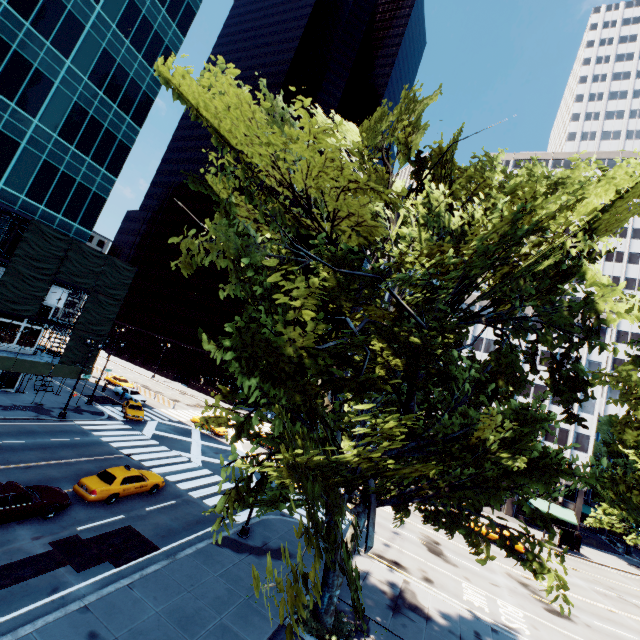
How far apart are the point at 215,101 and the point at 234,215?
2.9 meters

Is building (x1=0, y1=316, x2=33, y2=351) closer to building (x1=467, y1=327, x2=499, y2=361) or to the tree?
the tree

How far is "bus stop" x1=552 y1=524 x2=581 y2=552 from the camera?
38.7 meters

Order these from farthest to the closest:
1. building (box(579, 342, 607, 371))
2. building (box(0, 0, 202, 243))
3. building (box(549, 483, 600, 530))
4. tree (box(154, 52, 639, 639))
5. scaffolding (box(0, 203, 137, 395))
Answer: building (box(579, 342, 607, 371)) < building (box(549, 483, 600, 530)) < building (box(0, 0, 202, 243)) < scaffolding (box(0, 203, 137, 395)) < tree (box(154, 52, 639, 639))

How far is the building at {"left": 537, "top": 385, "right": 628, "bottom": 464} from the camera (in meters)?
45.91

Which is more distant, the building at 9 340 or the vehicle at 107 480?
the building at 9 340

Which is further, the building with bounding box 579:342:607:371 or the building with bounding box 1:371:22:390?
the building with bounding box 579:342:607:371

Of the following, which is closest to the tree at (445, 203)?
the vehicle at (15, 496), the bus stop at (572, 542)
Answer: the bus stop at (572, 542)
